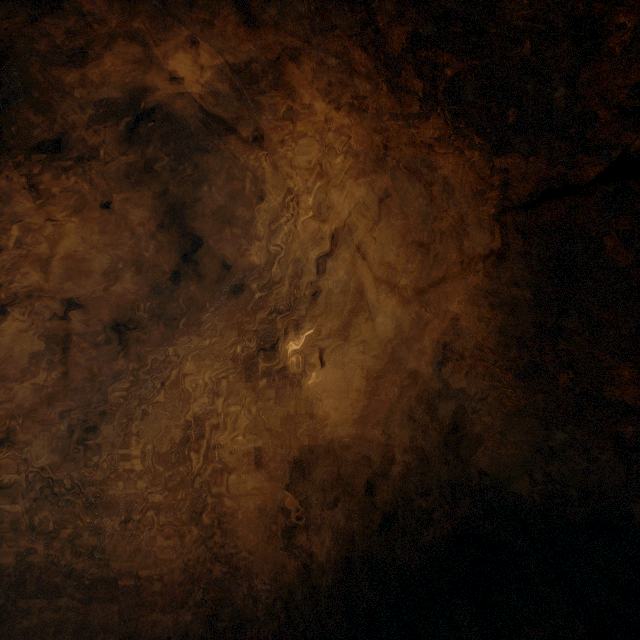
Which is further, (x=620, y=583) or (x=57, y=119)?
(x=57, y=119)
